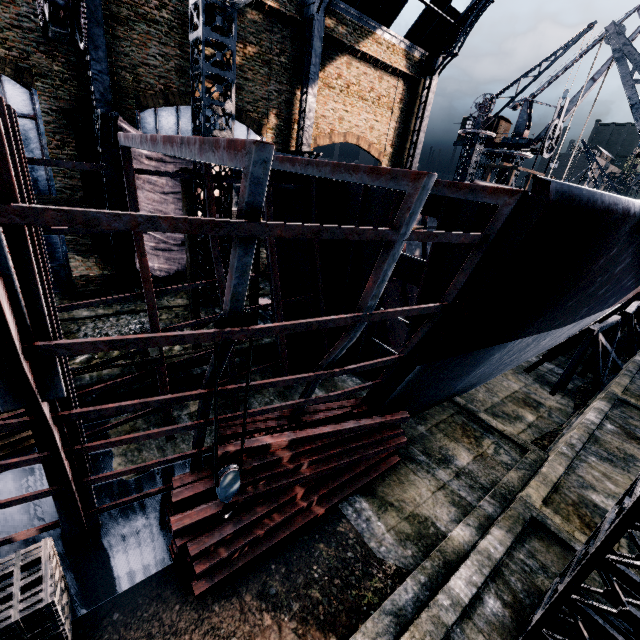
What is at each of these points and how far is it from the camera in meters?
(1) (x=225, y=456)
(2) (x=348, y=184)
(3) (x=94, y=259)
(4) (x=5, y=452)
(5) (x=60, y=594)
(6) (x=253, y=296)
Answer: (1) wood pile, 8.1 m
(2) ship construction, 15.0 m
(3) building, 18.5 m
(4) wood pile, 9.4 m
(5) wooden chest, 6.2 m
(6) wooden scaffolding, 15.3 m

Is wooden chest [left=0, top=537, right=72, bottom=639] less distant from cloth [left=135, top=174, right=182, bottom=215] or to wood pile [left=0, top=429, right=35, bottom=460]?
wood pile [left=0, top=429, right=35, bottom=460]

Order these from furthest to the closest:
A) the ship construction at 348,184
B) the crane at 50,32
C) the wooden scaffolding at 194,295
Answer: the wooden scaffolding at 194,295 → the crane at 50,32 → the ship construction at 348,184

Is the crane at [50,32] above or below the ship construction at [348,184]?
above

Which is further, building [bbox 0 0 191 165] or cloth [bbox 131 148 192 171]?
cloth [bbox 131 148 192 171]

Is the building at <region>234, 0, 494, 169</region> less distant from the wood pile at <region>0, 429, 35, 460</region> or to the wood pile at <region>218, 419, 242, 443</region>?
the wood pile at <region>218, 419, 242, 443</region>

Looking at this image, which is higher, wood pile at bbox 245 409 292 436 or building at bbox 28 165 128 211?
building at bbox 28 165 128 211

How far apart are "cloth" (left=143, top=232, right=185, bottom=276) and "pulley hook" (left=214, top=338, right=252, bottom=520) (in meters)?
16.01
